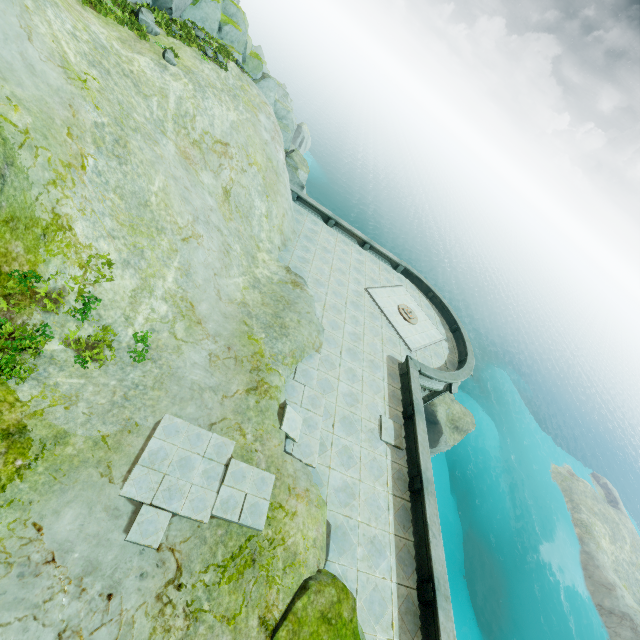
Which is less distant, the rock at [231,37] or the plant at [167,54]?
the plant at [167,54]

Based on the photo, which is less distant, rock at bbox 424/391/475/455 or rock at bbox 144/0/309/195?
rock at bbox 144/0/309/195

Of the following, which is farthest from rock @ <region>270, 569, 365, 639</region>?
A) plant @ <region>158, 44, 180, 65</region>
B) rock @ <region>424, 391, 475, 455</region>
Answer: rock @ <region>424, 391, 475, 455</region>

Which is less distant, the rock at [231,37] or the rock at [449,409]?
the rock at [231,37]

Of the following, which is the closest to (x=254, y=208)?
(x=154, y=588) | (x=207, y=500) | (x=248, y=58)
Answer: (x=248, y=58)

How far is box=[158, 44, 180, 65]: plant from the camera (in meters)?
14.75

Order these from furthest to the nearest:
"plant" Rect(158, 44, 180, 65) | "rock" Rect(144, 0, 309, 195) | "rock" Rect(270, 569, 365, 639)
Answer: "rock" Rect(144, 0, 309, 195)
"plant" Rect(158, 44, 180, 65)
"rock" Rect(270, 569, 365, 639)
